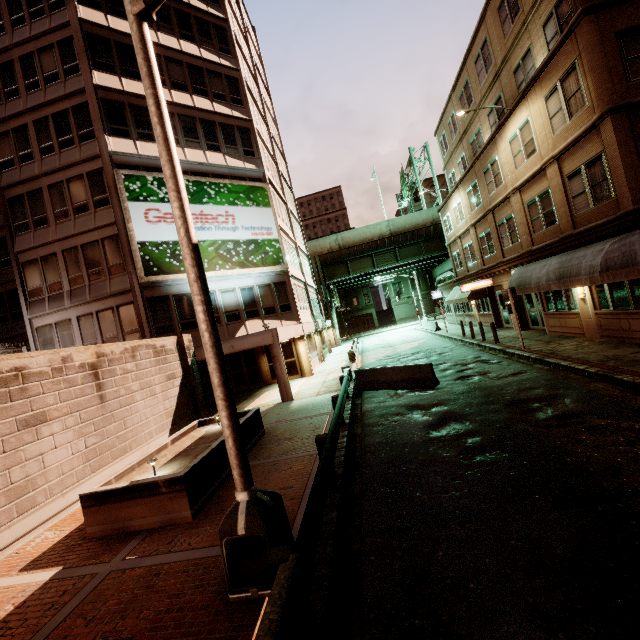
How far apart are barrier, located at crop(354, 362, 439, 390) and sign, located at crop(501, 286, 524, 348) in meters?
5.3 m

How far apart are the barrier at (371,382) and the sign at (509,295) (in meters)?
5.33

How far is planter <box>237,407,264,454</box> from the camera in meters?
10.0

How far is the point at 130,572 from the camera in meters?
5.5

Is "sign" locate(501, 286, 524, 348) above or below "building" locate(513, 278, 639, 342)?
above

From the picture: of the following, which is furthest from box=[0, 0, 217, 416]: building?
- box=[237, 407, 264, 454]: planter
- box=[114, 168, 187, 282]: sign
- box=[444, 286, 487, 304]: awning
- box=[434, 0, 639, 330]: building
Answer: box=[434, 0, 639, 330]: building

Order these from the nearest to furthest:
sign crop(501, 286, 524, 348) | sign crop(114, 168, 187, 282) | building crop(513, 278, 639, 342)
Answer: building crop(513, 278, 639, 342)
sign crop(501, 286, 524, 348)
sign crop(114, 168, 187, 282)

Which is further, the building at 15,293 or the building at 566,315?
the building at 15,293
